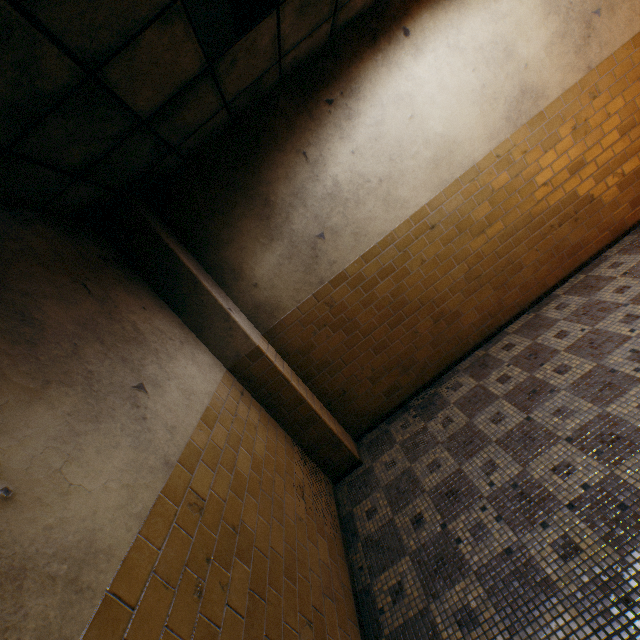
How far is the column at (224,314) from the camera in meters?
3.2

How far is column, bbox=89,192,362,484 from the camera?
3.21m

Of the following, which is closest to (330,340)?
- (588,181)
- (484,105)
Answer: (484,105)
